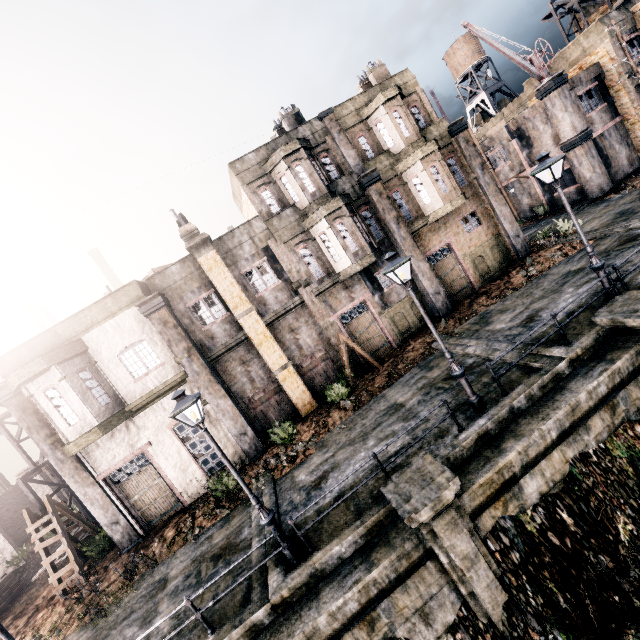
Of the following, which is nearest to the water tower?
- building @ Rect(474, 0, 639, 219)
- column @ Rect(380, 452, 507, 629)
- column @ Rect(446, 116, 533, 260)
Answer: building @ Rect(474, 0, 639, 219)

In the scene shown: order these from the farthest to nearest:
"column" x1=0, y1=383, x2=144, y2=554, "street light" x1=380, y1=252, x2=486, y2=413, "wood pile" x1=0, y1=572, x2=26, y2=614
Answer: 1. "wood pile" x1=0, y1=572, x2=26, y2=614
2. "column" x1=0, y1=383, x2=144, y2=554
3. "street light" x1=380, y1=252, x2=486, y2=413

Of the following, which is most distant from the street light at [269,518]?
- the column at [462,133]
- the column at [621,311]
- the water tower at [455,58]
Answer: the water tower at [455,58]

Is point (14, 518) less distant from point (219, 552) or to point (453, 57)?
point (219, 552)

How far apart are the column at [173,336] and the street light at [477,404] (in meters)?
10.40

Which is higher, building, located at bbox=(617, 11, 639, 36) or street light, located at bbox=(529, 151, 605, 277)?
building, located at bbox=(617, 11, 639, 36)

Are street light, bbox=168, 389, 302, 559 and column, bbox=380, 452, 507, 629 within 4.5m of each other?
yes

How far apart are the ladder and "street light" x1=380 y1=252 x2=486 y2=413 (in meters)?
18.66
